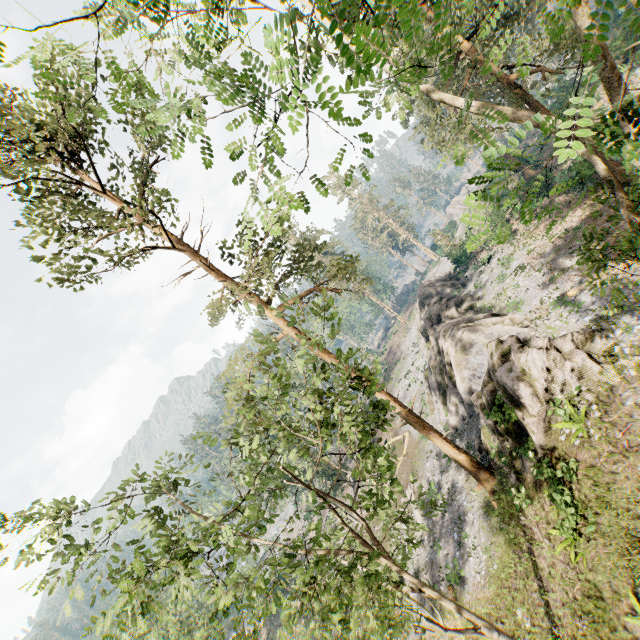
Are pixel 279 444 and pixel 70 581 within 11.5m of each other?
no

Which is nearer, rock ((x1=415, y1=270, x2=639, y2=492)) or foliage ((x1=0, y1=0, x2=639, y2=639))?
foliage ((x1=0, y1=0, x2=639, y2=639))

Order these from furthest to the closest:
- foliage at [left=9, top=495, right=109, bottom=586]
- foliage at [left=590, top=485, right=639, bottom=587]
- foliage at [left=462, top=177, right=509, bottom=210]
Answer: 1. foliage at [left=9, top=495, right=109, bottom=586]
2. foliage at [left=590, top=485, right=639, bottom=587]
3. foliage at [left=462, top=177, right=509, bottom=210]

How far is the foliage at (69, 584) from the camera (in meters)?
8.98

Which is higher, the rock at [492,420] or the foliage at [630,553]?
the foliage at [630,553]

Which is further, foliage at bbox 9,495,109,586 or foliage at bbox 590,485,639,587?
foliage at bbox 9,495,109,586

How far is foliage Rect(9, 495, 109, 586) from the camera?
Answer: 8.98m
